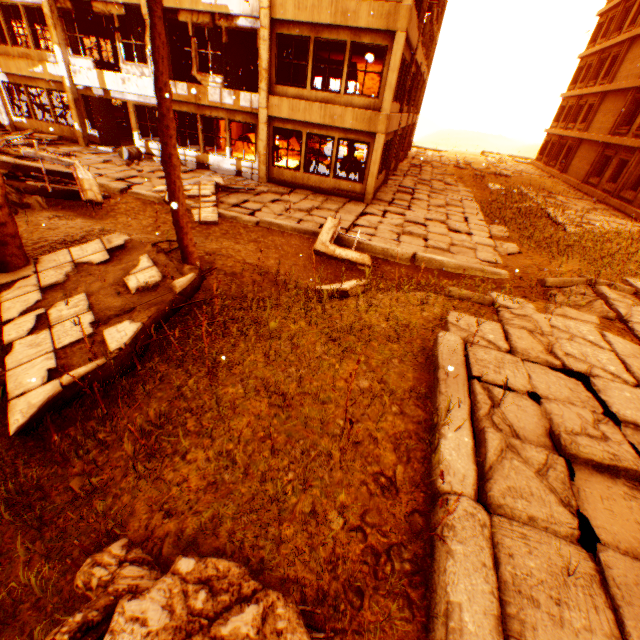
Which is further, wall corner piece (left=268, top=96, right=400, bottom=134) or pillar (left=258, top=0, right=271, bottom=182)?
wall corner piece (left=268, top=96, right=400, bottom=134)

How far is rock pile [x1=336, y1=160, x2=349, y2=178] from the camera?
15.4m

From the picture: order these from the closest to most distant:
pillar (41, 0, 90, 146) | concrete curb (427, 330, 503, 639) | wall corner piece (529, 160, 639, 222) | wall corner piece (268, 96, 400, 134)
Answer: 1. concrete curb (427, 330, 503, 639)
2. wall corner piece (268, 96, 400, 134)
3. pillar (41, 0, 90, 146)
4. wall corner piece (529, 160, 639, 222)

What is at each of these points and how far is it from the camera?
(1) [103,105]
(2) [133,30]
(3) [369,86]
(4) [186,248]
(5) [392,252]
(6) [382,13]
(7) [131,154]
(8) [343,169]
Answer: (1) door, 15.0 meters
(2) concrete beam, 17.2 meters
(3) stair, 25.8 meters
(4) rubble, 6.2 meters
(5) concrete curb, 9.4 meters
(6) wall corner piece, 10.7 meters
(7) metal barrel, 14.7 meters
(8) rock pile, 15.7 meters

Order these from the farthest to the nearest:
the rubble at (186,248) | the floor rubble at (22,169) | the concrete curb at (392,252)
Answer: the concrete curb at (392,252) < the floor rubble at (22,169) < the rubble at (186,248)

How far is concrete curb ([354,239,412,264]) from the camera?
9.4m

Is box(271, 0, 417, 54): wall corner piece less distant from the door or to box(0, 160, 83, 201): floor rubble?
the door

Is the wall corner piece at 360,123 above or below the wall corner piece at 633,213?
above
